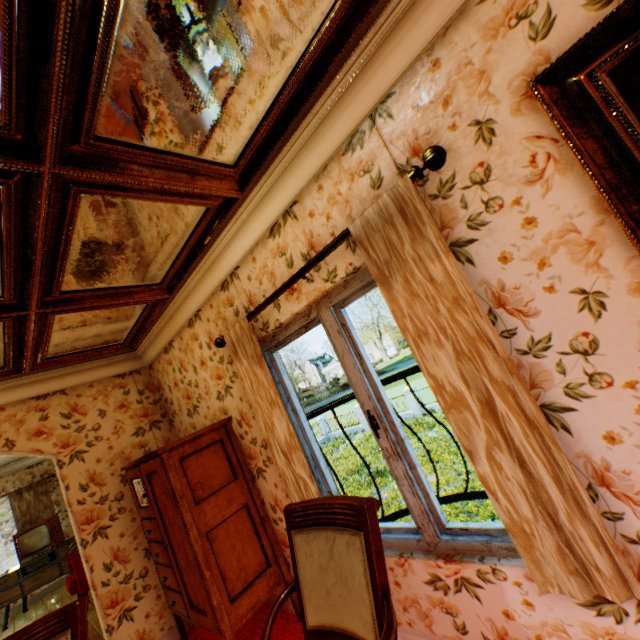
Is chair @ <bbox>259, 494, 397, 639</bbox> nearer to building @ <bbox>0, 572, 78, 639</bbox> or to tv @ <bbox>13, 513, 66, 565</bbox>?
building @ <bbox>0, 572, 78, 639</bbox>

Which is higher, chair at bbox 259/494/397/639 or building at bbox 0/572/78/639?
chair at bbox 259/494/397/639

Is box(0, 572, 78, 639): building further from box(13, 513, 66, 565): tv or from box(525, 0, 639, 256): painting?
box(13, 513, 66, 565): tv

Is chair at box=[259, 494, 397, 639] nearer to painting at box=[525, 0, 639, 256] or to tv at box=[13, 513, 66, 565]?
painting at box=[525, 0, 639, 256]

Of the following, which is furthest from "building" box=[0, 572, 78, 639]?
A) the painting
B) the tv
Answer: the tv

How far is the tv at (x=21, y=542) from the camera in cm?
680

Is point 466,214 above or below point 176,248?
below

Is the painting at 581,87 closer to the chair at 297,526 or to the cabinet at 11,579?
the chair at 297,526
